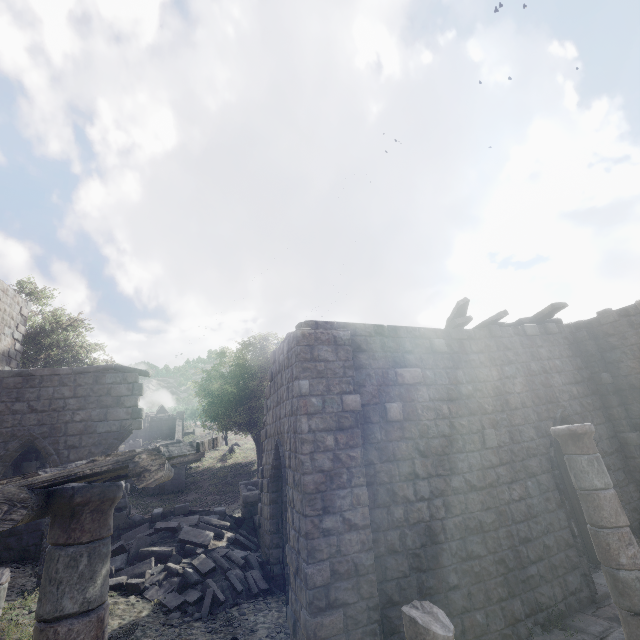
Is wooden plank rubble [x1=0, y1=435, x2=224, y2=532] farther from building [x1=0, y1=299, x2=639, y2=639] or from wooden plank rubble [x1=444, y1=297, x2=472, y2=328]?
wooden plank rubble [x1=444, y1=297, x2=472, y2=328]

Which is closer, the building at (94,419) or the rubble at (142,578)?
the rubble at (142,578)

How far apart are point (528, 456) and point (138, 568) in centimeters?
1183cm

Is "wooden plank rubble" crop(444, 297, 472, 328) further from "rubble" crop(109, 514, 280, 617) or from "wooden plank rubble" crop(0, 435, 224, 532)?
"wooden plank rubble" crop(0, 435, 224, 532)

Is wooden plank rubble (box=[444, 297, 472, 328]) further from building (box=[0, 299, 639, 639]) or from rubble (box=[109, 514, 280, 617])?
rubble (box=[109, 514, 280, 617])

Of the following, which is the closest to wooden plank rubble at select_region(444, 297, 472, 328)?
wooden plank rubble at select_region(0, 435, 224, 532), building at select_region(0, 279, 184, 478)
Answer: building at select_region(0, 279, 184, 478)

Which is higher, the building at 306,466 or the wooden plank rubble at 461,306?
the wooden plank rubble at 461,306

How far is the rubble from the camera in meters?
8.2
